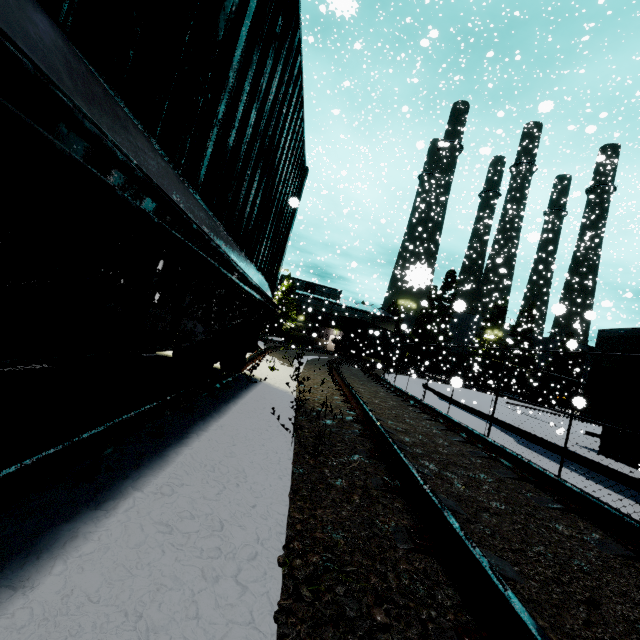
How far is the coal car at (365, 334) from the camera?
34.09m

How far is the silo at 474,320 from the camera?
27.3 meters

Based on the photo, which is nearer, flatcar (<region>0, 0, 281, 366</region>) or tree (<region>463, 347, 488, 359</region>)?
flatcar (<region>0, 0, 281, 366</region>)

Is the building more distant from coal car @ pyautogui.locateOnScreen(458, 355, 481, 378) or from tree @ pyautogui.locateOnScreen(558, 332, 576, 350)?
tree @ pyautogui.locateOnScreen(558, 332, 576, 350)

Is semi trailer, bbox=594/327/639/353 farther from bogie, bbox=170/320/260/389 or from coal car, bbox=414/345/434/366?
bogie, bbox=170/320/260/389

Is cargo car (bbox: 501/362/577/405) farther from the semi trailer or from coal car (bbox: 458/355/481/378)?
the semi trailer

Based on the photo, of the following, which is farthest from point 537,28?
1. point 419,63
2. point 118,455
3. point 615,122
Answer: point 118,455

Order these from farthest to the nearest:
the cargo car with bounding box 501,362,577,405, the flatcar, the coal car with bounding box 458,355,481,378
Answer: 1. the cargo car with bounding box 501,362,577,405
2. the coal car with bounding box 458,355,481,378
3. the flatcar
